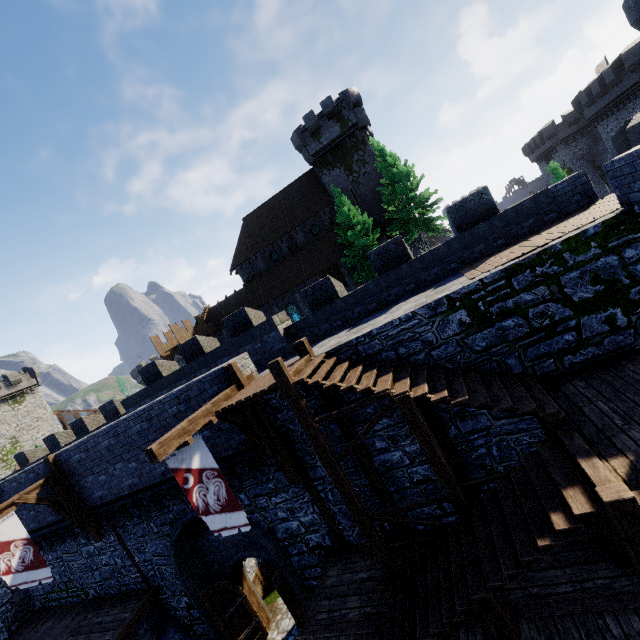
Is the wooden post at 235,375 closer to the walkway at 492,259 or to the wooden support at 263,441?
the wooden support at 263,441

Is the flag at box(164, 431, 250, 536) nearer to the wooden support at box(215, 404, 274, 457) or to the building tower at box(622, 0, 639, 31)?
the wooden support at box(215, 404, 274, 457)

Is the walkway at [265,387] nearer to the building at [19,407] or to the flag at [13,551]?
the flag at [13,551]

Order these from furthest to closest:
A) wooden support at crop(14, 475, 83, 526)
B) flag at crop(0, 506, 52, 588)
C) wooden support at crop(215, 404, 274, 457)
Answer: wooden support at crop(14, 475, 83, 526) < flag at crop(0, 506, 52, 588) < wooden support at crop(215, 404, 274, 457)

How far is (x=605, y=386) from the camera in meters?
6.3 m

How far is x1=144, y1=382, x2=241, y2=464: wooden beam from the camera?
6.4 meters

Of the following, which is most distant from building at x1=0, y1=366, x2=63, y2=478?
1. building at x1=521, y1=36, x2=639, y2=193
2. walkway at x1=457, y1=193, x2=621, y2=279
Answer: building at x1=521, y1=36, x2=639, y2=193

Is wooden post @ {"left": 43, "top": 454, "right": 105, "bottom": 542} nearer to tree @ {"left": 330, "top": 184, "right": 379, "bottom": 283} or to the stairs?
the stairs
